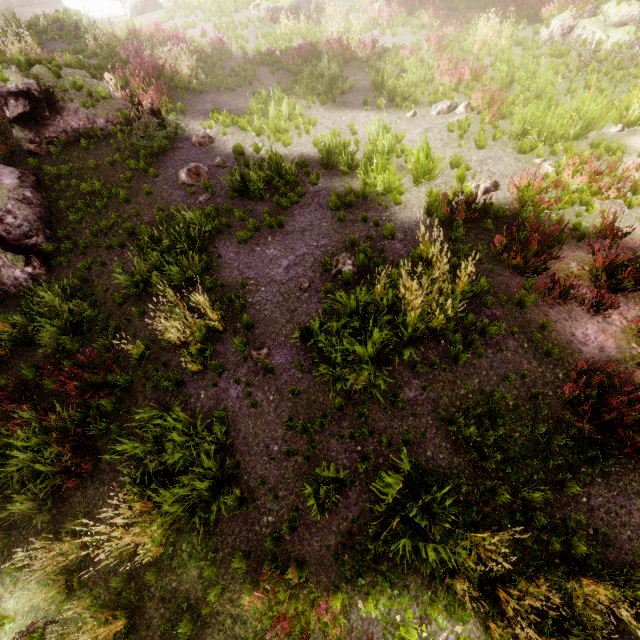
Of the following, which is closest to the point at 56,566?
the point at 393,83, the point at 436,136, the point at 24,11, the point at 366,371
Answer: the point at 366,371

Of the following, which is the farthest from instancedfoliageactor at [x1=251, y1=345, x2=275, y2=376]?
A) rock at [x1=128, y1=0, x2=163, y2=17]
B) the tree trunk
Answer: rock at [x1=128, y1=0, x2=163, y2=17]

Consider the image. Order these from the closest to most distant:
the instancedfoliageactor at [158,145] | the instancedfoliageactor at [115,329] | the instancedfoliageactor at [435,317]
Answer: the instancedfoliageactor at [435,317], the instancedfoliageactor at [115,329], the instancedfoliageactor at [158,145]

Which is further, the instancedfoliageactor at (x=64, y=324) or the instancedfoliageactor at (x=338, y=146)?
the instancedfoliageactor at (x=338, y=146)

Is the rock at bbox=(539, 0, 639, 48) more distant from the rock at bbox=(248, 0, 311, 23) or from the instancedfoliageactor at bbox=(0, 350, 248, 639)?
the rock at bbox=(248, 0, 311, 23)

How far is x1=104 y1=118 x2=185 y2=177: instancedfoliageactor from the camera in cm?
1031

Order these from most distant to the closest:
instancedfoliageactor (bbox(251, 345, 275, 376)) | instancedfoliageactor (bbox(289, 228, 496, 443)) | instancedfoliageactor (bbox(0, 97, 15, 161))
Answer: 1. instancedfoliageactor (bbox(0, 97, 15, 161))
2. instancedfoliageactor (bbox(251, 345, 275, 376))
3. instancedfoliageactor (bbox(289, 228, 496, 443))
